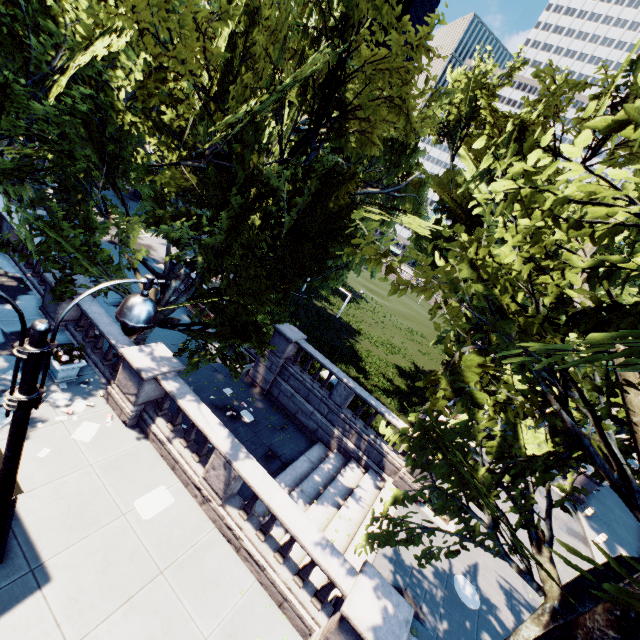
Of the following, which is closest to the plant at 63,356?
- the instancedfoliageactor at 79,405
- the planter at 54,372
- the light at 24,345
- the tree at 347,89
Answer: the planter at 54,372

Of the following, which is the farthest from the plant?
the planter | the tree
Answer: the tree

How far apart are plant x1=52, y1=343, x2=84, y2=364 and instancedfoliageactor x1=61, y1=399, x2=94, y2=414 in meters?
1.1

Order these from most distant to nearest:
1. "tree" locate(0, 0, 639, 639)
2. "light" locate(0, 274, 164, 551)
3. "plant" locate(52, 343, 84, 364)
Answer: "plant" locate(52, 343, 84, 364), "tree" locate(0, 0, 639, 639), "light" locate(0, 274, 164, 551)

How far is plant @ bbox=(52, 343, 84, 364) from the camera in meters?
10.1

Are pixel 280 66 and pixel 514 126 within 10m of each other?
no

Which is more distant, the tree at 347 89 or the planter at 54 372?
the planter at 54 372

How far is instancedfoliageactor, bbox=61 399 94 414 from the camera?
9.8m
